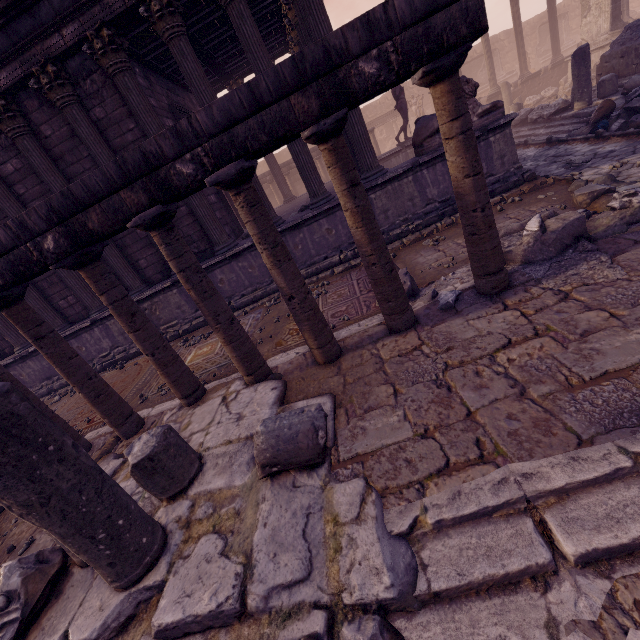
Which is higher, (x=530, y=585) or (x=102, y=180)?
(x=102, y=180)

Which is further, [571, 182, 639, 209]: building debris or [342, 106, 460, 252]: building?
[342, 106, 460, 252]: building

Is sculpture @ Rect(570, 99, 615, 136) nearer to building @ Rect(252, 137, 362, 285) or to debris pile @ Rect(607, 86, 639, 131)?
debris pile @ Rect(607, 86, 639, 131)

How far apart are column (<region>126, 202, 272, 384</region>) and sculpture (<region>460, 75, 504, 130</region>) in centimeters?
610cm

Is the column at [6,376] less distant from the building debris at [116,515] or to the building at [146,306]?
the building debris at [116,515]

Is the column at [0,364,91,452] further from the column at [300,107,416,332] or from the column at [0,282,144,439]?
the column at [300,107,416,332]

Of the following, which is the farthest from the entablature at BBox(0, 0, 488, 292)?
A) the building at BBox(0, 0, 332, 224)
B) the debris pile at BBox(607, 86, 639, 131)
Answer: the debris pile at BBox(607, 86, 639, 131)

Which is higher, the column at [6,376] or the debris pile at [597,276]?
the column at [6,376]
